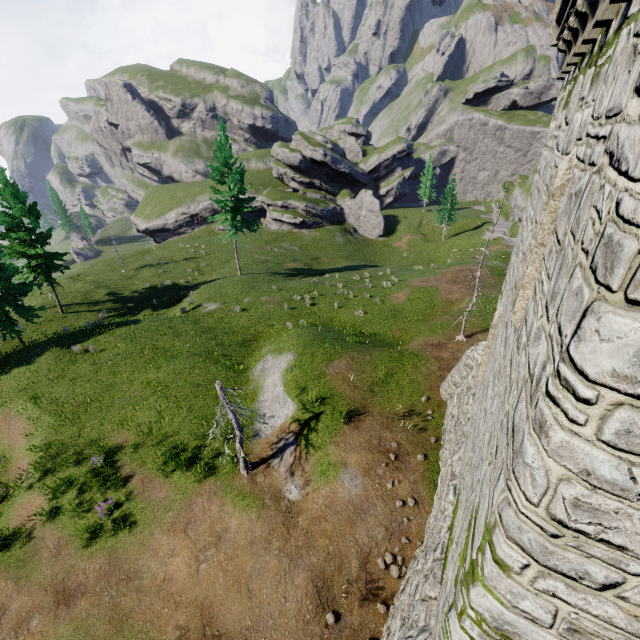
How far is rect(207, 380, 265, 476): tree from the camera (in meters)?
11.16

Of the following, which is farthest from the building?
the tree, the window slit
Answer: the tree

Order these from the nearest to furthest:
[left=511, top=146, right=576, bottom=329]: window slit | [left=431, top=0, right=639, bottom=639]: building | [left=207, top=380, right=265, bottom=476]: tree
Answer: [left=431, top=0, right=639, bottom=639]: building, [left=511, top=146, right=576, bottom=329]: window slit, [left=207, top=380, right=265, bottom=476]: tree

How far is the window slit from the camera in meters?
4.2

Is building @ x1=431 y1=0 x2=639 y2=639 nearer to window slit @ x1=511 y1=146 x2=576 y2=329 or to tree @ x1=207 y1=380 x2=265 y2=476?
window slit @ x1=511 y1=146 x2=576 y2=329

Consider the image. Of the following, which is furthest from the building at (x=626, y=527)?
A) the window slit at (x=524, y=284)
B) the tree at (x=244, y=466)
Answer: the tree at (x=244, y=466)

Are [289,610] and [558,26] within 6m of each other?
no

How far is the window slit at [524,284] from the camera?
4.17m
